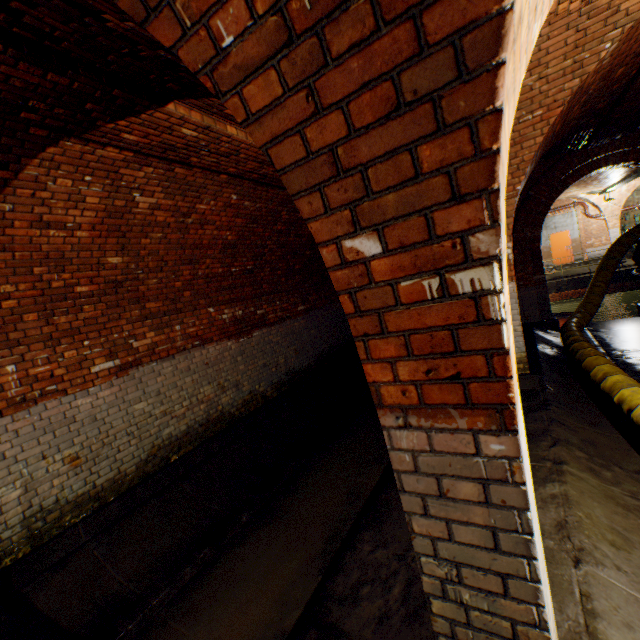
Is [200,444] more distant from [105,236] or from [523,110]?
[523,110]

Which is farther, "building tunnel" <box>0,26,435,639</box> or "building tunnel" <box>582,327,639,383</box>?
"building tunnel" <box>582,327,639,383</box>

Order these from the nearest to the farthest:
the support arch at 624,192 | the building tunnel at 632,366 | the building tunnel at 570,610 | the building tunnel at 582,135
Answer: the building tunnel at 570,610 → the building tunnel at 582,135 → the building tunnel at 632,366 → the support arch at 624,192

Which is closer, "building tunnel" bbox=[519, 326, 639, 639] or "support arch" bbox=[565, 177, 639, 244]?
"building tunnel" bbox=[519, 326, 639, 639]

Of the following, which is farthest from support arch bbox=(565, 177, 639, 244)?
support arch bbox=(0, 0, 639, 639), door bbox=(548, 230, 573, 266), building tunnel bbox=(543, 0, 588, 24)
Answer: support arch bbox=(0, 0, 639, 639)

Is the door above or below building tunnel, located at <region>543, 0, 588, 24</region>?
below

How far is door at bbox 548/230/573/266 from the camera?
20.24m

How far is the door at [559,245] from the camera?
20.24m
